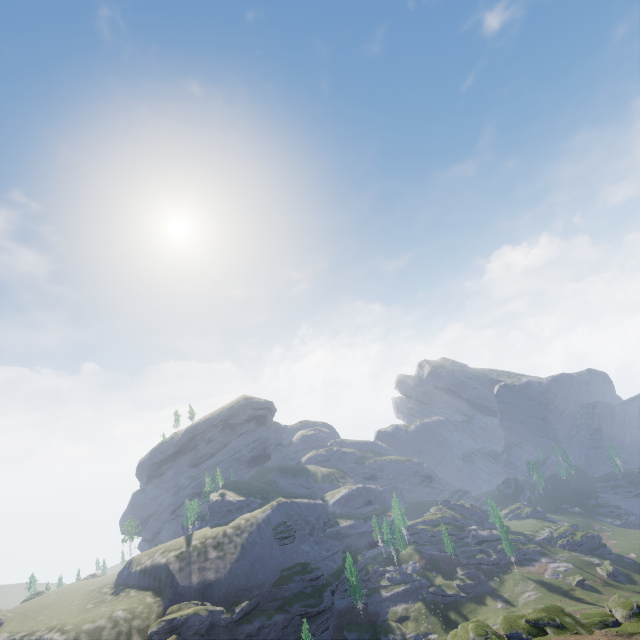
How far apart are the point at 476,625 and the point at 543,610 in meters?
9.5 m
